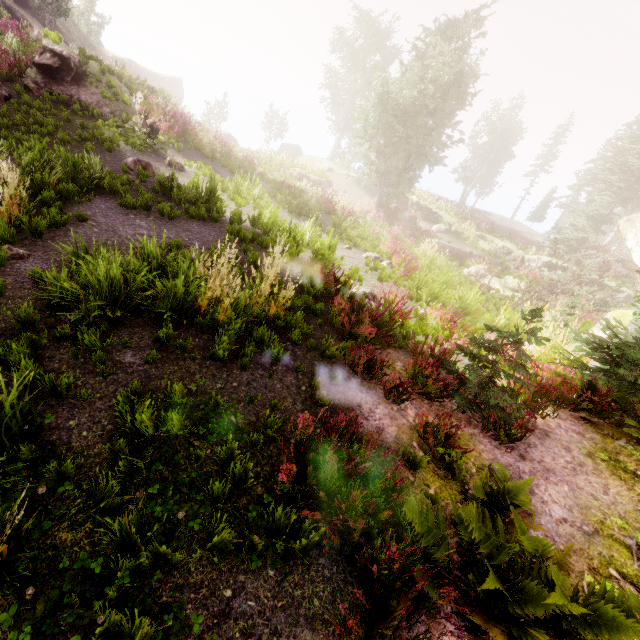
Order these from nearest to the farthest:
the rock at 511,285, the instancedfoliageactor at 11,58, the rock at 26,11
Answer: the instancedfoliageactor at 11,58, the rock at 511,285, the rock at 26,11

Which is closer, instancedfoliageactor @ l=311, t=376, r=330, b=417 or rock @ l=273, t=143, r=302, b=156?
instancedfoliageactor @ l=311, t=376, r=330, b=417

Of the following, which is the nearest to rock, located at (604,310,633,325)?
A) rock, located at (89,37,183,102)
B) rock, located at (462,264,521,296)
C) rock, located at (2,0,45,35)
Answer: rock, located at (462,264,521,296)

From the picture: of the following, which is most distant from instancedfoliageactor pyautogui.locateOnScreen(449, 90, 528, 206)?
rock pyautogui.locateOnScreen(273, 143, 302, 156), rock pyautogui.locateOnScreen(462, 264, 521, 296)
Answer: rock pyautogui.locateOnScreen(462, 264, 521, 296)

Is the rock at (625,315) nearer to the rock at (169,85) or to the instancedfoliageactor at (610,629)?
the instancedfoliageactor at (610,629)

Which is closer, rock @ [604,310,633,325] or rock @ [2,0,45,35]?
rock @ [604,310,633,325]

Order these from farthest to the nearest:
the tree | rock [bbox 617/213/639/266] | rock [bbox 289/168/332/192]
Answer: rock [bbox 289/168/332/192] → the tree → rock [bbox 617/213/639/266]

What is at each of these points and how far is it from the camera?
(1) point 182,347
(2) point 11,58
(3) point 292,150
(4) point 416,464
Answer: (1) instancedfoliageactor, 4.57m
(2) instancedfoliageactor, 13.17m
(3) rock, 43.12m
(4) instancedfoliageactor, 4.31m
